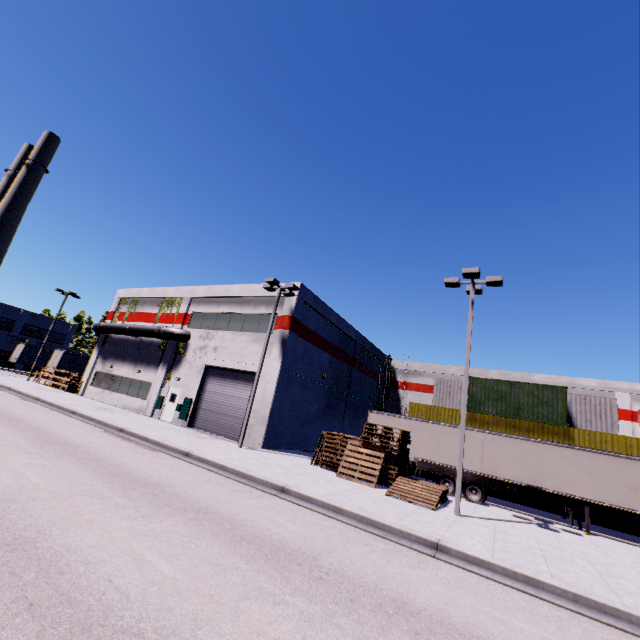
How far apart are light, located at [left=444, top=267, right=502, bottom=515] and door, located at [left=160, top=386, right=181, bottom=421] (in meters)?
19.58

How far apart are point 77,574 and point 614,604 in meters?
10.1 m

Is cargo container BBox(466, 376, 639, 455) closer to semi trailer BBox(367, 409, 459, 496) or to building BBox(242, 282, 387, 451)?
semi trailer BBox(367, 409, 459, 496)

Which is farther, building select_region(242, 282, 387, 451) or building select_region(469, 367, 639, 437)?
building select_region(469, 367, 639, 437)

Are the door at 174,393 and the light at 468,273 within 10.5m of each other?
no

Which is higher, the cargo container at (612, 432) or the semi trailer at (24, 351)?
the cargo container at (612, 432)

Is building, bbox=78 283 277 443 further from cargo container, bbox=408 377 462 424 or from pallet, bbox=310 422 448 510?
pallet, bbox=310 422 448 510

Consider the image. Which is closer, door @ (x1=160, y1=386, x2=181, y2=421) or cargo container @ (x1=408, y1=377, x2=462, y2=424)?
door @ (x1=160, y1=386, x2=181, y2=421)
